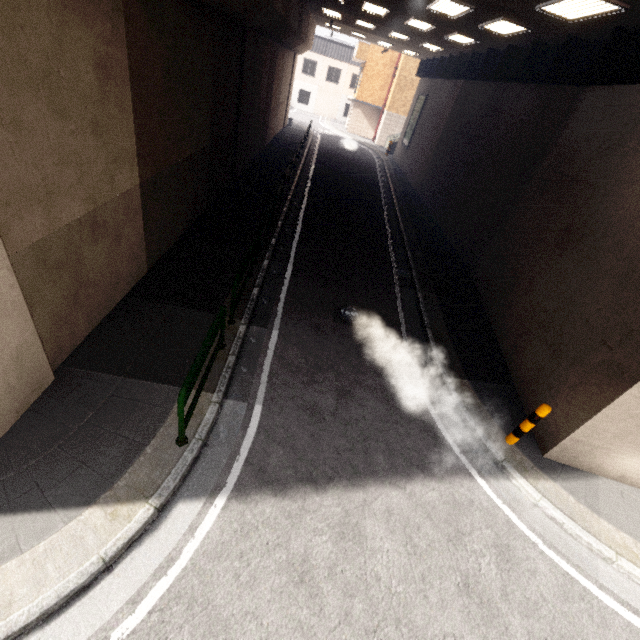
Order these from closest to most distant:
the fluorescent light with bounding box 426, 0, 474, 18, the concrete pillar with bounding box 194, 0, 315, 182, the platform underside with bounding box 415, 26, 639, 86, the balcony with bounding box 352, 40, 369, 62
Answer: the platform underside with bounding box 415, 26, 639, 86 → the concrete pillar with bounding box 194, 0, 315, 182 → the fluorescent light with bounding box 426, 0, 474, 18 → the balcony with bounding box 352, 40, 369, 62

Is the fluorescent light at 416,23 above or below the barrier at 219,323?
above

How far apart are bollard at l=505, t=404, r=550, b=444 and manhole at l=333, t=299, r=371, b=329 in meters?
3.5 m

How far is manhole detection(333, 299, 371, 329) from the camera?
7.9m

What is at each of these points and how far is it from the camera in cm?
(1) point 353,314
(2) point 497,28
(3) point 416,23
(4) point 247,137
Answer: (1) manhole, 827
(2) fluorescent light, 1049
(3) fluorescent light, 1335
(4) concrete pillar, 1417

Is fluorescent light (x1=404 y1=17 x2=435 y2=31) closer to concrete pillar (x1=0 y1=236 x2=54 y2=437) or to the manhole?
concrete pillar (x1=0 y1=236 x2=54 y2=437)

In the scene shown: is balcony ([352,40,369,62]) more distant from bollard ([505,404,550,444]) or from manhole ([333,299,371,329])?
bollard ([505,404,550,444])

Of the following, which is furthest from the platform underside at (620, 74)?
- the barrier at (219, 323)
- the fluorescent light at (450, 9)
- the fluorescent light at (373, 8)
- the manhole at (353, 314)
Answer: the barrier at (219, 323)
